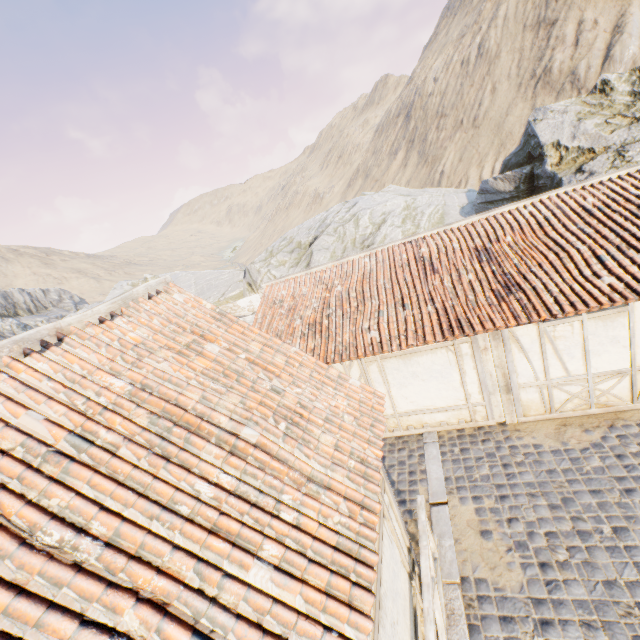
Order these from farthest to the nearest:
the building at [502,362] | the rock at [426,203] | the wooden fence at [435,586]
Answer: the rock at [426,203] → the building at [502,362] → the wooden fence at [435,586]

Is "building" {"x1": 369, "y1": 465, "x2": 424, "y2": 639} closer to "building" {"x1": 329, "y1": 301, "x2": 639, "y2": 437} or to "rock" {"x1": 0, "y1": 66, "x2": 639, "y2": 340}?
"building" {"x1": 329, "y1": 301, "x2": 639, "y2": 437}

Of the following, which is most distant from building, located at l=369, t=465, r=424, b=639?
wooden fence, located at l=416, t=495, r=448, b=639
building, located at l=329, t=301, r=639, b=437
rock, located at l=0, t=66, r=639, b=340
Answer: rock, located at l=0, t=66, r=639, b=340

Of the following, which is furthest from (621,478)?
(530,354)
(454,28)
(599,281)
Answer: (454,28)

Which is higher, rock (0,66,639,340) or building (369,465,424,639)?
rock (0,66,639,340)

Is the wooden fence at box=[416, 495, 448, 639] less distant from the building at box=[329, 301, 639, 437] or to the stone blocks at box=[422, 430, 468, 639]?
the stone blocks at box=[422, 430, 468, 639]

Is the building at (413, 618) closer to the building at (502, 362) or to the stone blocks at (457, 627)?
the stone blocks at (457, 627)

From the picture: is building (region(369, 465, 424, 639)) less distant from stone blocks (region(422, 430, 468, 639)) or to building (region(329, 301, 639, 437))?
stone blocks (region(422, 430, 468, 639))
